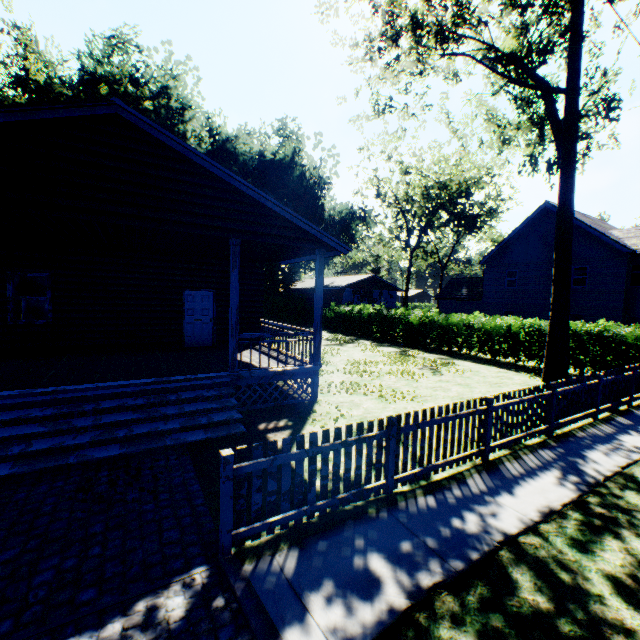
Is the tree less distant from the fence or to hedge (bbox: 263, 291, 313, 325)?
the fence

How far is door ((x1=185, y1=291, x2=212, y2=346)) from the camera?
12.28m

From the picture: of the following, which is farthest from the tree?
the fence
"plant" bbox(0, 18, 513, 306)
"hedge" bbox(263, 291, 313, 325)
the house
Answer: "plant" bbox(0, 18, 513, 306)

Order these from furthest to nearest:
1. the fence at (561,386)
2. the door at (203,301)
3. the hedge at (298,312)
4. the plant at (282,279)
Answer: the plant at (282,279), the hedge at (298,312), the door at (203,301), the fence at (561,386)

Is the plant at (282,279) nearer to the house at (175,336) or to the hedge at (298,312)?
the hedge at (298,312)

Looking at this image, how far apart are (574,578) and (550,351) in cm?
1115

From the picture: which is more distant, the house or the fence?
the house

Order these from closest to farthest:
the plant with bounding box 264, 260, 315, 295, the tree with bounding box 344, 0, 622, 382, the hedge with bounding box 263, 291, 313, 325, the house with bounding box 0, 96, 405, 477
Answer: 1. the house with bounding box 0, 96, 405, 477
2. the tree with bounding box 344, 0, 622, 382
3. the hedge with bounding box 263, 291, 313, 325
4. the plant with bounding box 264, 260, 315, 295
